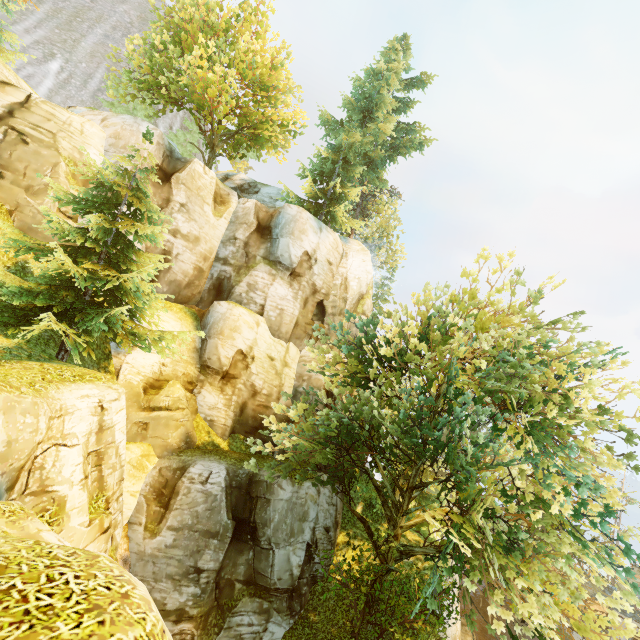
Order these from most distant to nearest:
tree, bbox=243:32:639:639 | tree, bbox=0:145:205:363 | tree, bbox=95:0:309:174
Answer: tree, bbox=95:0:309:174 → tree, bbox=0:145:205:363 → tree, bbox=243:32:639:639

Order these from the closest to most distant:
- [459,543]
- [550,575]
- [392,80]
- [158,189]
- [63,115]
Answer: [459,543] < [550,575] < [63,115] < [158,189] < [392,80]

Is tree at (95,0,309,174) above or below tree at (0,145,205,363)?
above

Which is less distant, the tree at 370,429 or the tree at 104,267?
the tree at 370,429

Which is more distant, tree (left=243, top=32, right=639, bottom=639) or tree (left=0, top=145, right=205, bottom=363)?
tree (left=0, top=145, right=205, bottom=363)
